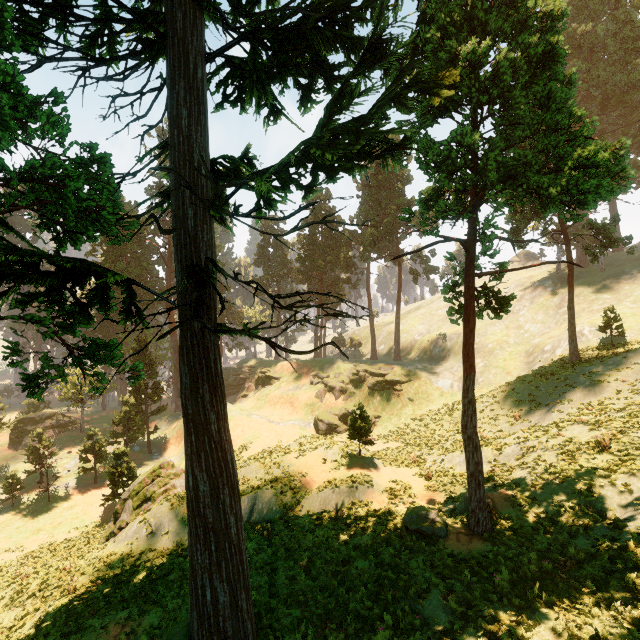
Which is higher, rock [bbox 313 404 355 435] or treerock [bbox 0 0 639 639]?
treerock [bbox 0 0 639 639]

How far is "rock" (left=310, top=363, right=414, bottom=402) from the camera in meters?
41.1

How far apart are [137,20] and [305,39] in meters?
6.2

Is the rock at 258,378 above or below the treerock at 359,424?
below

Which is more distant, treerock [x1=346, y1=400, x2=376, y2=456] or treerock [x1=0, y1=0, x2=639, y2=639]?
treerock [x1=346, y1=400, x2=376, y2=456]

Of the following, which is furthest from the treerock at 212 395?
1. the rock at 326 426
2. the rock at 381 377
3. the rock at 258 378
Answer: the rock at 326 426

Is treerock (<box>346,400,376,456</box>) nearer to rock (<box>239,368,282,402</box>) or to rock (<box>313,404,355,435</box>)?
rock (<box>239,368,282,402</box>)

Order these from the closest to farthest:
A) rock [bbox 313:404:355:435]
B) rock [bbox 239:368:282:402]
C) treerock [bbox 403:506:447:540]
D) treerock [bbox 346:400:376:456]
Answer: treerock [bbox 403:506:447:540]
treerock [bbox 346:400:376:456]
rock [bbox 313:404:355:435]
rock [bbox 239:368:282:402]
